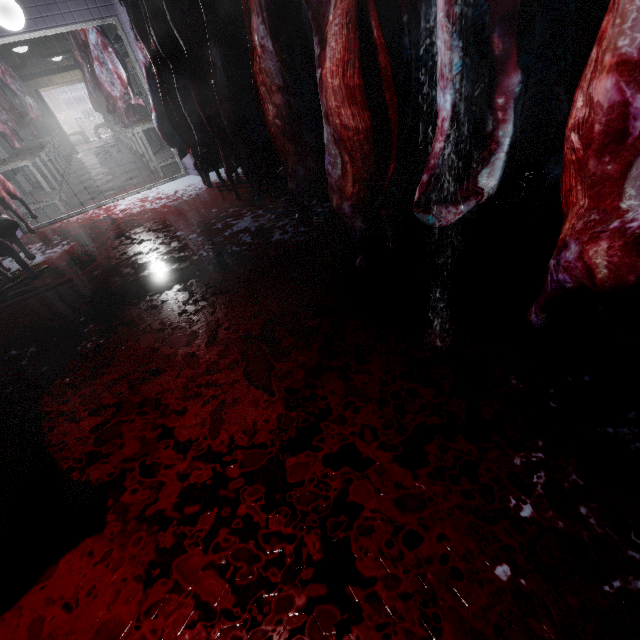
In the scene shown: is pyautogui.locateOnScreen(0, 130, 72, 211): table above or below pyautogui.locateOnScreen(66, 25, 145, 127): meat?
below

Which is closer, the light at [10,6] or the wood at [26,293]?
the wood at [26,293]

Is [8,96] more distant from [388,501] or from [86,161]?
[388,501]

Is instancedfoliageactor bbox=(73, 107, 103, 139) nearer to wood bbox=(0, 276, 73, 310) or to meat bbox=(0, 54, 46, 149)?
meat bbox=(0, 54, 46, 149)

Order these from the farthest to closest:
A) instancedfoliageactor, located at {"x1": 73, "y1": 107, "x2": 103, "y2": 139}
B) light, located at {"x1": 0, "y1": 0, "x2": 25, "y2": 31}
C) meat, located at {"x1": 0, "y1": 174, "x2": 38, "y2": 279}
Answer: instancedfoliageactor, located at {"x1": 73, "y1": 107, "x2": 103, "y2": 139}, light, located at {"x1": 0, "y1": 0, "x2": 25, "y2": 31}, meat, located at {"x1": 0, "y1": 174, "x2": 38, "y2": 279}

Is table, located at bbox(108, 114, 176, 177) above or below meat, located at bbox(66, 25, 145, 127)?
below

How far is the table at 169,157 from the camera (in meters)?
5.38

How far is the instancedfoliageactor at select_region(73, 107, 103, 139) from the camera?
17.8m
